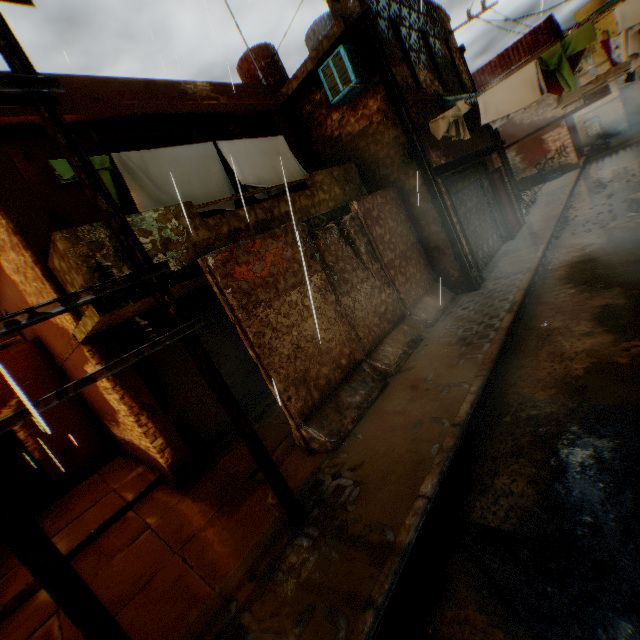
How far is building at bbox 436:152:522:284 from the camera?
8.37m

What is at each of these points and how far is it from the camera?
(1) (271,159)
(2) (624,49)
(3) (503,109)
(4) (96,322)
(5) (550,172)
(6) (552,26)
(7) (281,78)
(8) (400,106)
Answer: (1) clothes, 7.6 meters
(2) dryer, 6.7 meters
(3) clothes, 7.0 meters
(4) balcony, 4.3 meters
(5) cardboard box, 20.9 meters
(6) wooden shield, 18.6 meters
(7) water tank, 11.4 meters
(8) wooden beam, 7.5 meters

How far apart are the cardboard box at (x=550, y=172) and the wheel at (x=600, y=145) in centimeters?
531cm

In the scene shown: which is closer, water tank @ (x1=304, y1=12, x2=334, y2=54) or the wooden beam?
the wooden beam

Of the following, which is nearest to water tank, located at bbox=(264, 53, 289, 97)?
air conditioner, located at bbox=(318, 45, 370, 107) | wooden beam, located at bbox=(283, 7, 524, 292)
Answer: wooden beam, located at bbox=(283, 7, 524, 292)

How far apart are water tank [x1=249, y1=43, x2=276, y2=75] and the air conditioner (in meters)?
4.41

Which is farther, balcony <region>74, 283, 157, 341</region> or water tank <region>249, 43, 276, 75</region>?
water tank <region>249, 43, 276, 75</region>

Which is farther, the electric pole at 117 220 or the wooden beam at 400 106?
the wooden beam at 400 106
